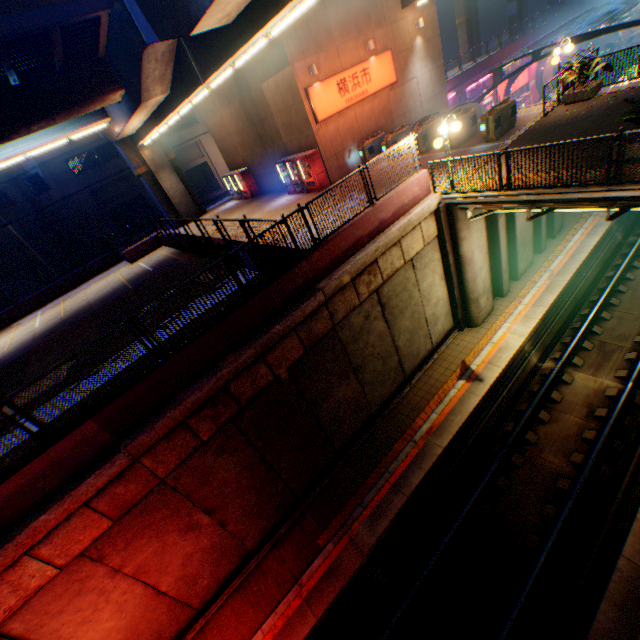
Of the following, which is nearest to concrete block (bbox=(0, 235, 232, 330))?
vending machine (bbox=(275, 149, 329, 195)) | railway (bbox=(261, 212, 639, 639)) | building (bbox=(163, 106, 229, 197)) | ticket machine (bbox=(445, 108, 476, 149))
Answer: ticket machine (bbox=(445, 108, 476, 149))

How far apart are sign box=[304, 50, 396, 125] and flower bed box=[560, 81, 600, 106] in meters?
9.1

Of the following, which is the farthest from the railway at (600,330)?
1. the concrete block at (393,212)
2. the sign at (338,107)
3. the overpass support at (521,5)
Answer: the overpass support at (521,5)

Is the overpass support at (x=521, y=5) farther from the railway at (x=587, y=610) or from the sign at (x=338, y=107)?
the sign at (x=338, y=107)

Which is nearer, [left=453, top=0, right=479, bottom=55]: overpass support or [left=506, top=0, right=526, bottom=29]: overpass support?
[left=453, top=0, right=479, bottom=55]: overpass support

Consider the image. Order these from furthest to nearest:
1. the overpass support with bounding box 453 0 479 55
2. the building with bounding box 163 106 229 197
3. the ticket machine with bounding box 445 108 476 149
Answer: the overpass support with bounding box 453 0 479 55 < the building with bounding box 163 106 229 197 < the ticket machine with bounding box 445 108 476 149

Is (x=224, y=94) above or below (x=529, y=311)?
above

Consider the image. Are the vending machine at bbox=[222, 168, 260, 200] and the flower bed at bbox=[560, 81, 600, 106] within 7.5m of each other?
no
